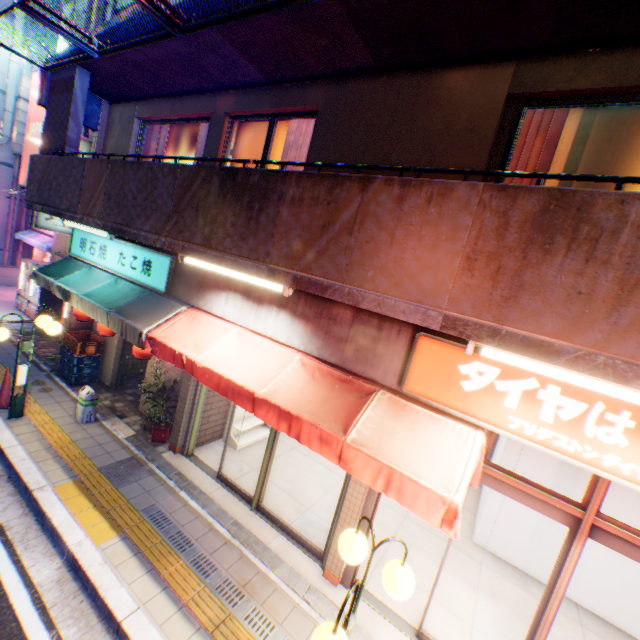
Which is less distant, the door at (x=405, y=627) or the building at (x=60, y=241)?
the door at (x=405, y=627)

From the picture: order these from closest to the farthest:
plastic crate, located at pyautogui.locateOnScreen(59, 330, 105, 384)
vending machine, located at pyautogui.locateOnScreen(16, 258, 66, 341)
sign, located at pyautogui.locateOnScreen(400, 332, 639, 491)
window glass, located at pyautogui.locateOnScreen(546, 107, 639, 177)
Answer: sign, located at pyautogui.locateOnScreen(400, 332, 639, 491) → window glass, located at pyautogui.locateOnScreen(546, 107, 639, 177) → plastic crate, located at pyautogui.locateOnScreen(59, 330, 105, 384) → vending machine, located at pyautogui.locateOnScreen(16, 258, 66, 341)

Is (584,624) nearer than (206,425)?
Yes

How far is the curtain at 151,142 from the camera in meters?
7.6 m

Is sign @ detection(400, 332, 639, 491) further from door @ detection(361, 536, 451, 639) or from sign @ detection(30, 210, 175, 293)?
sign @ detection(30, 210, 175, 293)

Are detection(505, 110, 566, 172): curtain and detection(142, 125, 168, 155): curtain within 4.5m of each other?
no

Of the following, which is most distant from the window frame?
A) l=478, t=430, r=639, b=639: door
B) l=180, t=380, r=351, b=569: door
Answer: l=180, t=380, r=351, b=569: door

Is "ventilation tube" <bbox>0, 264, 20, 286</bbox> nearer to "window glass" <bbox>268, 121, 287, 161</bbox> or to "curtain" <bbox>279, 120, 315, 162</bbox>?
"window glass" <bbox>268, 121, 287, 161</bbox>
